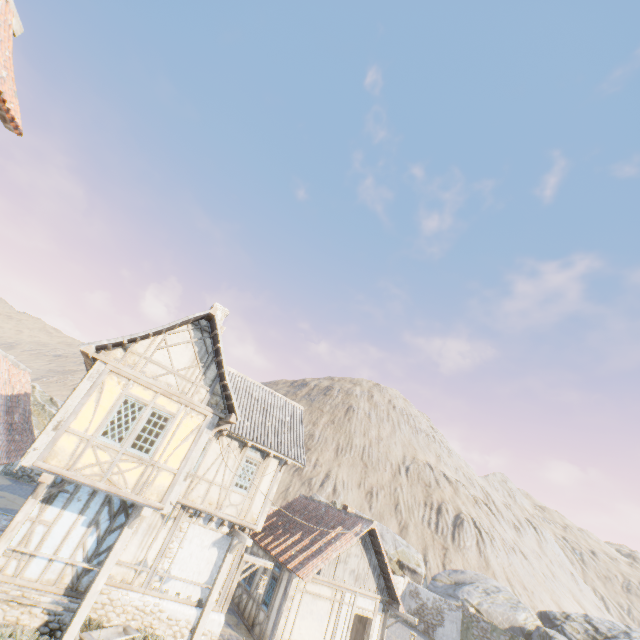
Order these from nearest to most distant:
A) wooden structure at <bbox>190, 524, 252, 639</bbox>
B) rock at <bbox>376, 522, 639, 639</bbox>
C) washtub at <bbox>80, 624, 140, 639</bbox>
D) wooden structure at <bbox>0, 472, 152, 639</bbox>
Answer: wooden structure at <bbox>0, 472, 152, 639</bbox>
washtub at <bbox>80, 624, 140, 639</bbox>
wooden structure at <bbox>190, 524, 252, 639</bbox>
rock at <bbox>376, 522, 639, 639</bbox>

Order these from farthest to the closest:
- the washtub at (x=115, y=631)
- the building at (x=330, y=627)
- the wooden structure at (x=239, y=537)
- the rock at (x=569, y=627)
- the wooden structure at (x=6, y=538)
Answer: Answer:
1. the rock at (x=569, y=627)
2. the building at (x=330, y=627)
3. the wooden structure at (x=239, y=537)
4. the washtub at (x=115, y=631)
5. the wooden structure at (x=6, y=538)

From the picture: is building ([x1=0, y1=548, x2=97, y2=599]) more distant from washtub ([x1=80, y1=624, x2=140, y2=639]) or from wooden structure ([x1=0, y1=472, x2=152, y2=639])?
washtub ([x1=80, y1=624, x2=140, y2=639])

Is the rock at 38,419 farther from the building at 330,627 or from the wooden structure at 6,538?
the wooden structure at 6,538

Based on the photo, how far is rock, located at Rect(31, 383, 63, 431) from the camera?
28.90m

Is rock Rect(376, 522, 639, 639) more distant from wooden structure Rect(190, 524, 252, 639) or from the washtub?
the washtub

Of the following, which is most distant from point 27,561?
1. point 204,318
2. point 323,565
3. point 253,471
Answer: point 323,565

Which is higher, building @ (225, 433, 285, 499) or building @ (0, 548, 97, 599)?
building @ (225, 433, 285, 499)
